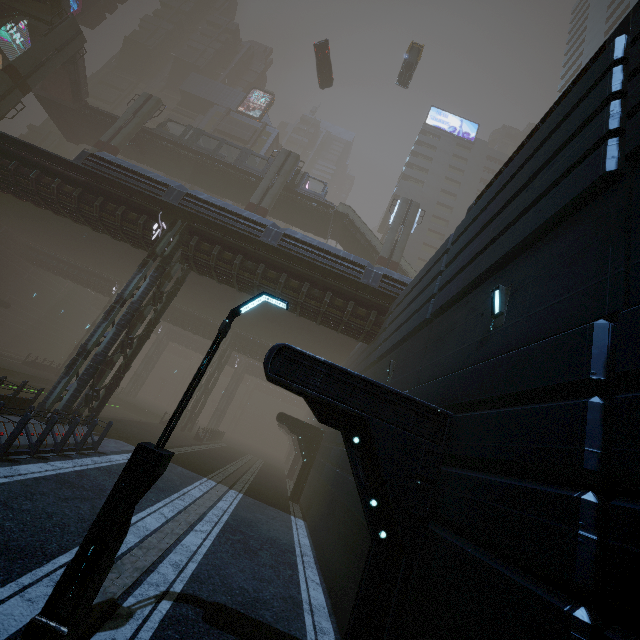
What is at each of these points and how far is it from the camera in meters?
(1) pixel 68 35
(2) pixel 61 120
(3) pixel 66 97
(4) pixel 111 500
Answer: (1) sm, 30.4
(2) bridge, 37.6
(3) stairs, 35.1
(4) street light, 4.6

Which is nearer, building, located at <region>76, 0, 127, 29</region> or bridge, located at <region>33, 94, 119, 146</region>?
bridge, located at <region>33, 94, 119, 146</region>

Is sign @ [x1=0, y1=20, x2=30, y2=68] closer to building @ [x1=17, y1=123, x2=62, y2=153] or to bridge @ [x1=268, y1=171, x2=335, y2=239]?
building @ [x1=17, y1=123, x2=62, y2=153]

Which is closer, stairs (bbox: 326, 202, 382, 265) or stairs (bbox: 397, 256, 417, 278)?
stairs (bbox: 397, 256, 417, 278)

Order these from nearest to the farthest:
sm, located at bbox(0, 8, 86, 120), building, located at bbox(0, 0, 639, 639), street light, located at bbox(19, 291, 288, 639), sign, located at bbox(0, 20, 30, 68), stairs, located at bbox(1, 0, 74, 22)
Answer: building, located at bbox(0, 0, 639, 639) < street light, located at bbox(19, 291, 288, 639) < sm, located at bbox(0, 8, 86, 120) < stairs, located at bbox(1, 0, 74, 22) < sign, located at bbox(0, 20, 30, 68)

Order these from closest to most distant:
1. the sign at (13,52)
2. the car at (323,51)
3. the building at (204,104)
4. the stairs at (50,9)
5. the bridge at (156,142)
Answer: the stairs at (50,9)
the car at (323,51)
the bridge at (156,142)
the sign at (13,52)
the building at (204,104)

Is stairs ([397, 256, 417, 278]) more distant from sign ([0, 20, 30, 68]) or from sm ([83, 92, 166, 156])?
sign ([0, 20, 30, 68])

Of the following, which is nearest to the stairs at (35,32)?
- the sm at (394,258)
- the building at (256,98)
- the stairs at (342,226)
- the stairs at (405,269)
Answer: the building at (256,98)
